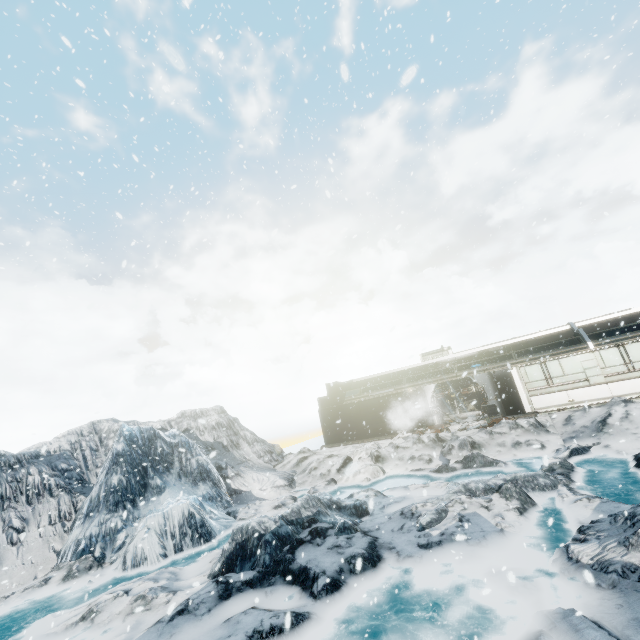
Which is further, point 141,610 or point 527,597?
point 141,610
